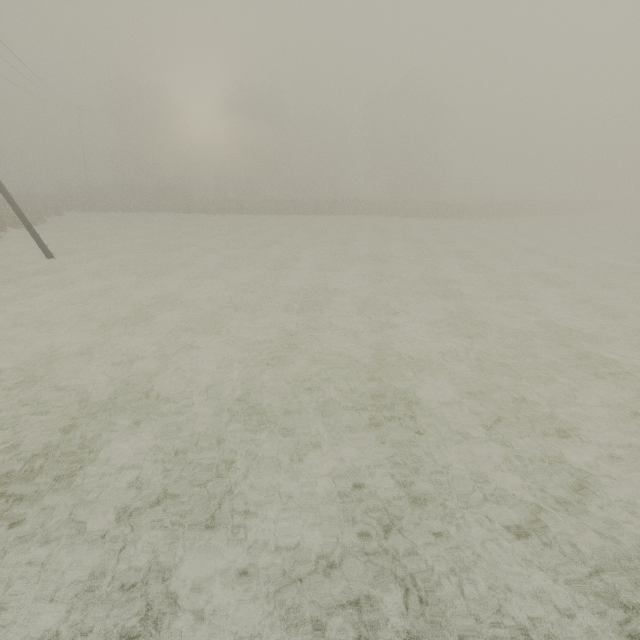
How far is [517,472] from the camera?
4.8 meters
